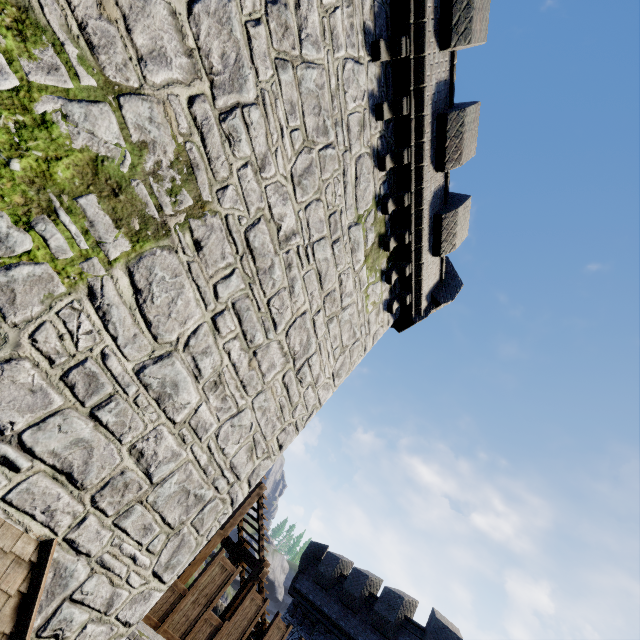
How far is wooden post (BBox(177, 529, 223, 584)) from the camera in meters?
9.4 m

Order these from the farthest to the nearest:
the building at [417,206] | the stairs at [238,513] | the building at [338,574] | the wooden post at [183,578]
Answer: the building at [338,574]
the stairs at [238,513]
the wooden post at [183,578]
the building at [417,206]

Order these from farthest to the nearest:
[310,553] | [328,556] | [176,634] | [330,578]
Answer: [310,553], [328,556], [330,578], [176,634]

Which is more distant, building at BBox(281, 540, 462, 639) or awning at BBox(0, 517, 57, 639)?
building at BBox(281, 540, 462, 639)

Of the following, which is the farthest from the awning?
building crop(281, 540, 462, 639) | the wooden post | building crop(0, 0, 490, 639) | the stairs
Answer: building crop(281, 540, 462, 639)

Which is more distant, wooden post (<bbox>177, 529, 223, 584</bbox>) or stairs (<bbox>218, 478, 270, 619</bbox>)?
stairs (<bbox>218, 478, 270, 619</bbox>)

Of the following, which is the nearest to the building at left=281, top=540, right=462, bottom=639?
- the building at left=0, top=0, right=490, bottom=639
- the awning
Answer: the building at left=0, top=0, right=490, bottom=639

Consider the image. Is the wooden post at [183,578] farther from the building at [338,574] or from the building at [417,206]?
the building at [338,574]
